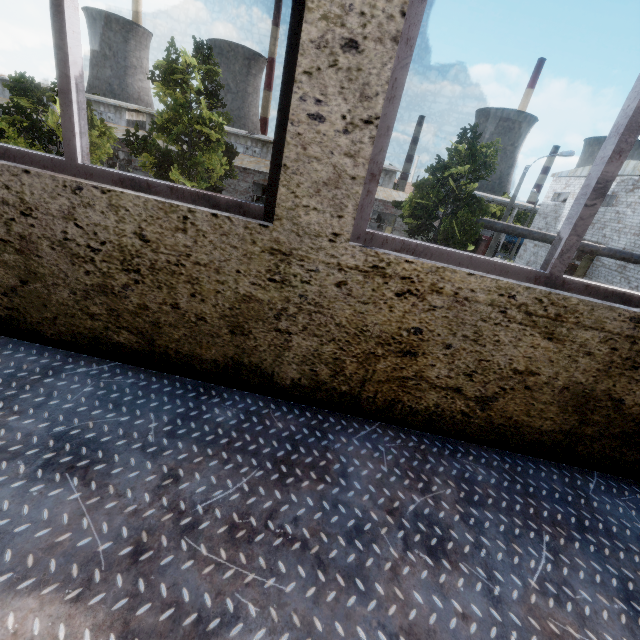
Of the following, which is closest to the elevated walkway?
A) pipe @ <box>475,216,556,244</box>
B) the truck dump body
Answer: pipe @ <box>475,216,556,244</box>

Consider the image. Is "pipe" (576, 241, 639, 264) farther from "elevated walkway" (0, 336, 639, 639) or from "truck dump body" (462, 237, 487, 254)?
"elevated walkway" (0, 336, 639, 639)

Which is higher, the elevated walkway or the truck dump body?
the elevated walkway

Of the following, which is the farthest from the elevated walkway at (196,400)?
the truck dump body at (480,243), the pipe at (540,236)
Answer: the truck dump body at (480,243)

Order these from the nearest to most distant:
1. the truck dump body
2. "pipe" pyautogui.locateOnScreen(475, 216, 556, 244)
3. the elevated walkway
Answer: the elevated walkway → "pipe" pyautogui.locateOnScreen(475, 216, 556, 244) → the truck dump body

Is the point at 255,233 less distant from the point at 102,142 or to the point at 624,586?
the point at 624,586

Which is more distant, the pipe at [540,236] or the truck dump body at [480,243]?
the truck dump body at [480,243]
